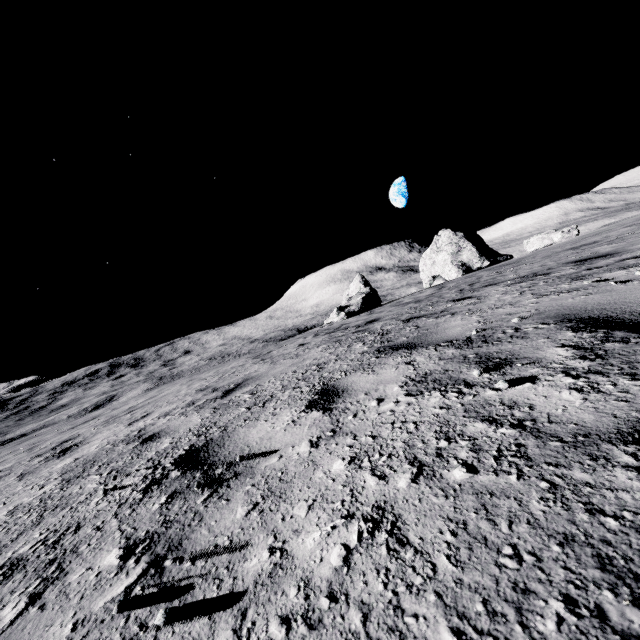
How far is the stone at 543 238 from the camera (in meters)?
21.27

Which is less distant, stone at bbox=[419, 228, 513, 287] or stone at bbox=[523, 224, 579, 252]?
stone at bbox=[523, 224, 579, 252]

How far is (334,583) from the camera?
0.88m

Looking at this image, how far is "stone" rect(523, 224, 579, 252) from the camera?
21.3m

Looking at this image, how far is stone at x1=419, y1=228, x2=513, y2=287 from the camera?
30.02m

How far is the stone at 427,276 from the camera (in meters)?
30.02
